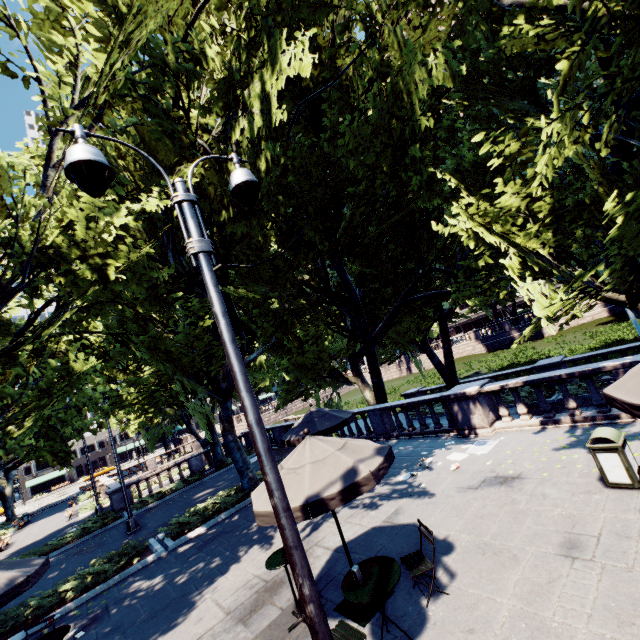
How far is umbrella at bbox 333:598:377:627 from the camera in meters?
5.3

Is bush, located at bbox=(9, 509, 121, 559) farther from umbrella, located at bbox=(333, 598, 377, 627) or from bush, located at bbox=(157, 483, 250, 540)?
umbrella, located at bbox=(333, 598, 377, 627)

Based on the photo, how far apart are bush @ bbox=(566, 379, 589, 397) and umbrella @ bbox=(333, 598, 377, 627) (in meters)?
15.64

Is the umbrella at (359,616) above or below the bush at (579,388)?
above

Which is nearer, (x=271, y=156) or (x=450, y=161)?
(x=271, y=156)

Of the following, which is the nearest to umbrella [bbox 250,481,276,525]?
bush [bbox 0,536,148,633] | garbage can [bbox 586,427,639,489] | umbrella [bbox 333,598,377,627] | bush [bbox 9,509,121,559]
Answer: umbrella [bbox 333,598,377,627]

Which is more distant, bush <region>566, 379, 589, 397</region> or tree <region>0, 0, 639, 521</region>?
bush <region>566, 379, 589, 397</region>

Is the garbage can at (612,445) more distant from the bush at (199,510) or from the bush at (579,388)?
the bush at (199,510)
